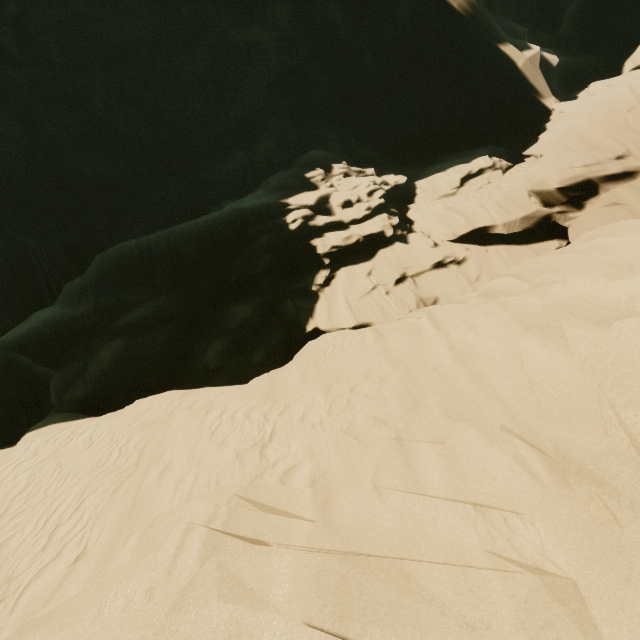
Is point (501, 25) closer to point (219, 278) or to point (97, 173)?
point (219, 278)
